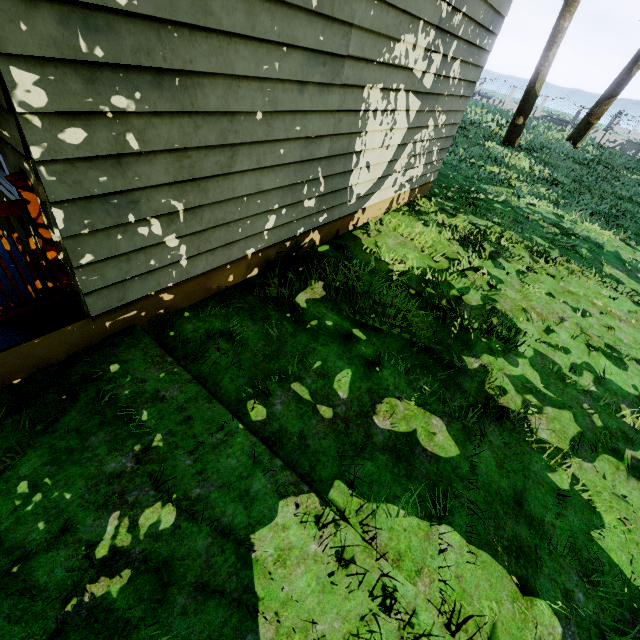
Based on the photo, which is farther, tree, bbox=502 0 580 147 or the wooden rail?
tree, bbox=502 0 580 147

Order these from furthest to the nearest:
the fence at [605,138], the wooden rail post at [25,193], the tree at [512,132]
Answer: the fence at [605,138], the tree at [512,132], the wooden rail post at [25,193]

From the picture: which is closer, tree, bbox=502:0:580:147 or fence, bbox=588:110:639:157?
tree, bbox=502:0:580:147

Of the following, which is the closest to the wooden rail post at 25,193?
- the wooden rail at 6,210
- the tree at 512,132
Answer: the wooden rail at 6,210

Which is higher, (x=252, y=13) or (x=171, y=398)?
(x=252, y=13)

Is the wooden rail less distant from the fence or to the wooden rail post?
the wooden rail post

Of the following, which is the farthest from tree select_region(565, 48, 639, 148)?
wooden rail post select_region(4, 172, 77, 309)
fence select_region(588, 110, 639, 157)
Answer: wooden rail post select_region(4, 172, 77, 309)

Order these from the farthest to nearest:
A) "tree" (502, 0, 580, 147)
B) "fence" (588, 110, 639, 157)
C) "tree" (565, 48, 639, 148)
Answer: "fence" (588, 110, 639, 157) < "tree" (565, 48, 639, 148) < "tree" (502, 0, 580, 147)
